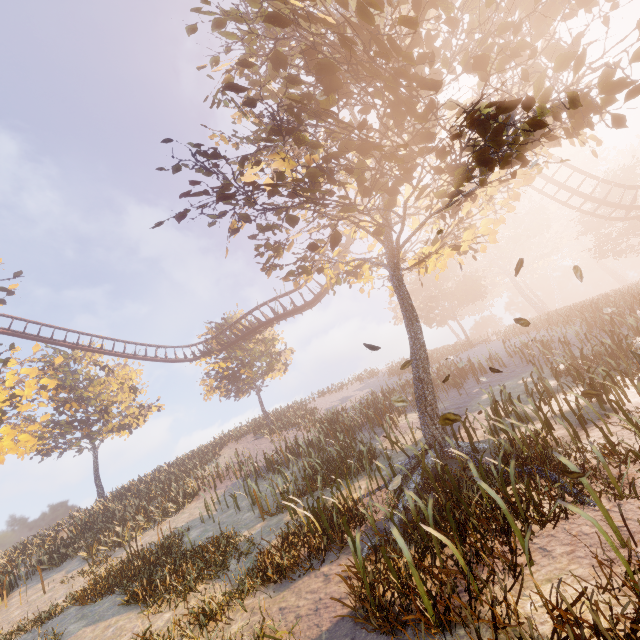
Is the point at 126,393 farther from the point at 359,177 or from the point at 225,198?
the point at 359,177
